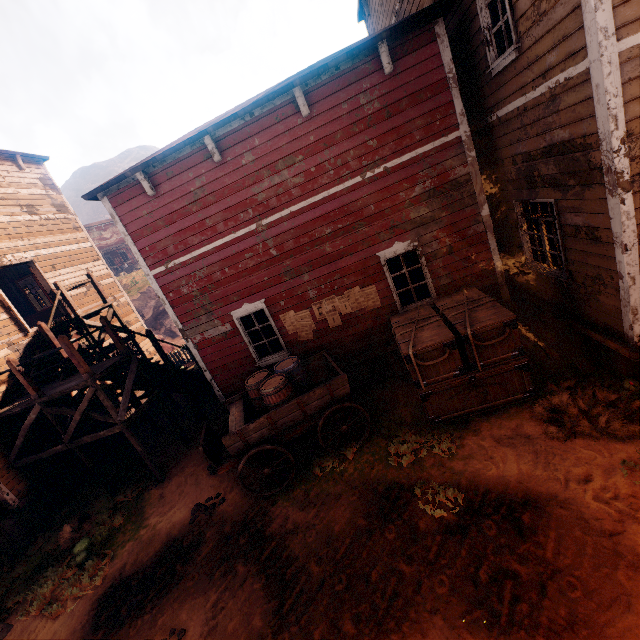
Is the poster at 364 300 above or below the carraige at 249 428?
above

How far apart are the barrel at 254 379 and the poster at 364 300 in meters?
1.2

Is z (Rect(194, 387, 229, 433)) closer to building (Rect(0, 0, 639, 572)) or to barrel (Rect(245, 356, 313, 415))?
building (Rect(0, 0, 639, 572))

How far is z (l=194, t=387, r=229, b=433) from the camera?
10.26m

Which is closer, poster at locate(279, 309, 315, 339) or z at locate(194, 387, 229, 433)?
poster at locate(279, 309, 315, 339)

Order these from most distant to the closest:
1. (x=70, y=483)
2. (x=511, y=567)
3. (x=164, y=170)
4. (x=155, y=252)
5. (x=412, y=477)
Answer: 1. (x=70, y=483)
2. (x=155, y=252)
3. (x=164, y=170)
4. (x=412, y=477)
5. (x=511, y=567)

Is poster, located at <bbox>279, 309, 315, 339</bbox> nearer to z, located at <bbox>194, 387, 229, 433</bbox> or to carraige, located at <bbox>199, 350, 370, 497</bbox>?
carraige, located at <bbox>199, 350, 370, 497</bbox>
